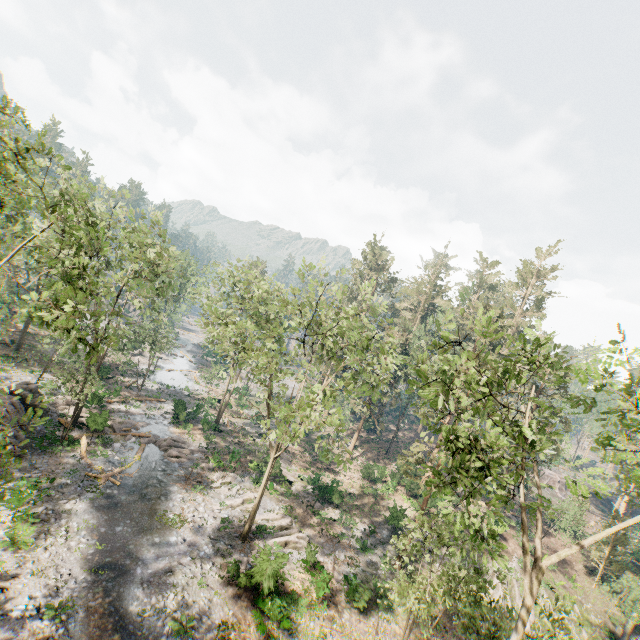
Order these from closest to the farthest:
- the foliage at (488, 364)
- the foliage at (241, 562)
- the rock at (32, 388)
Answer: the foliage at (488, 364) → the foliage at (241, 562) → the rock at (32, 388)

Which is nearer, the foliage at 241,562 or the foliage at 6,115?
the foliage at 6,115

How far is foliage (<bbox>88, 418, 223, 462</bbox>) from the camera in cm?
2840

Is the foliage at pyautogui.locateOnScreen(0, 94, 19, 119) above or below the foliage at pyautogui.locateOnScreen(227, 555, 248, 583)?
above

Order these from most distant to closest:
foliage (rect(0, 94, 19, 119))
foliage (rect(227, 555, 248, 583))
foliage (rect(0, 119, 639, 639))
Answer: foliage (rect(227, 555, 248, 583)), foliage (rect(0, 94, 19, 119)), foliage (rect(0, 119, 639, 639))

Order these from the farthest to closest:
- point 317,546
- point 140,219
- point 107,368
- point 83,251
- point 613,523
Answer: point 107,368
point 613,523
point 140,219
point 317,546
point 83,251
